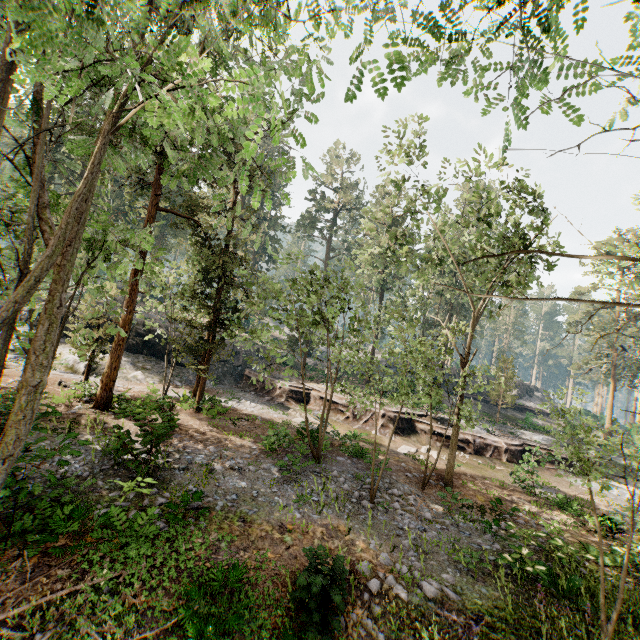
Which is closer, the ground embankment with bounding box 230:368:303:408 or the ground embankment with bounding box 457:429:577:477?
the ground embankment with bounding box 457:429:577:477

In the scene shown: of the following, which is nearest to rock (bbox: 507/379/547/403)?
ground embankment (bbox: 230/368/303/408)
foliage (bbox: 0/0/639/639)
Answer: foliage (bbox: 0/0/639/639)

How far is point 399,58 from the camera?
4.2 meters

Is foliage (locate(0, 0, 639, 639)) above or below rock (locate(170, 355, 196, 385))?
above

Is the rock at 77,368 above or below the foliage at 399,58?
below

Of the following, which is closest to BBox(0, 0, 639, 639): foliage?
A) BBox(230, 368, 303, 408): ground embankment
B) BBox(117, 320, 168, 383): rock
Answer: BBox(230, 368, 303, 408): ground embankment

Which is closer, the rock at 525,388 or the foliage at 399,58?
the foliage at 399,58

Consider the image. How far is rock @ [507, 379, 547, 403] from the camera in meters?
45.5 m
